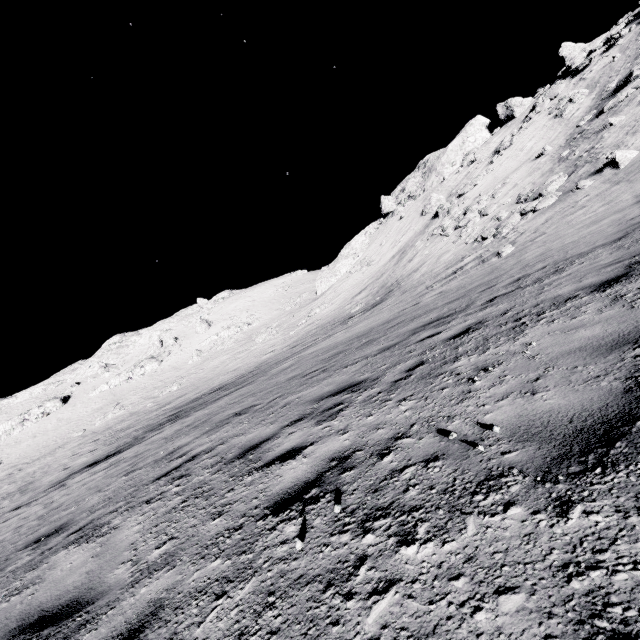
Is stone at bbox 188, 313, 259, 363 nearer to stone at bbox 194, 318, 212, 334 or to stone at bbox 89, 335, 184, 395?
stone at bbox 194, 318, 212, 334

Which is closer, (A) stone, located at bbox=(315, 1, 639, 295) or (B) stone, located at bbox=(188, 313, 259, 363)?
(A) stone, located at bbox=(315, 1, 639, 295)

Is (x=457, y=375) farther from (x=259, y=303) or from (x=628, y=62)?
(x=259, y=303)

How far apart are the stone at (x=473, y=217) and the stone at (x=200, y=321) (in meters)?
44.72

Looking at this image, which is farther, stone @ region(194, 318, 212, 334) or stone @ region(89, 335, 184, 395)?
stone @ region(194, 318, 212, 334)

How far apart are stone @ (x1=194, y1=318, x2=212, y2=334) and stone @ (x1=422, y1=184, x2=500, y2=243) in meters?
44.7

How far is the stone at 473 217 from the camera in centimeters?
2497cm

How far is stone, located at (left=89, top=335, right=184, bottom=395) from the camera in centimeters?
5086cm
